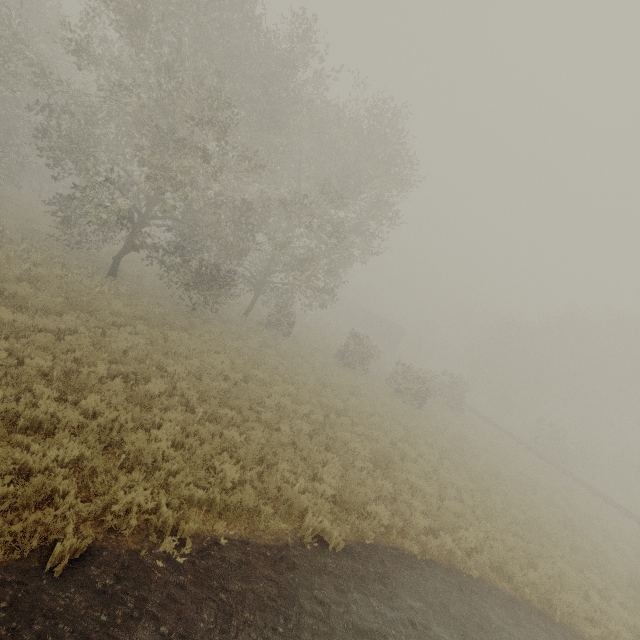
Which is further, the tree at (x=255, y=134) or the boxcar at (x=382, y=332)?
the boxcar at (x=382, y=332)

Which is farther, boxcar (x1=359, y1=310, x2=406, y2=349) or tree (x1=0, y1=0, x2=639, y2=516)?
boxcar (x1=359, y1=310, x2=406, y2=349)

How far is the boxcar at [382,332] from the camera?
51.72m

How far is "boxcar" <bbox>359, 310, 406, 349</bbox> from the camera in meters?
51.7 m

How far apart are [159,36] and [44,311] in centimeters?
1265cm
